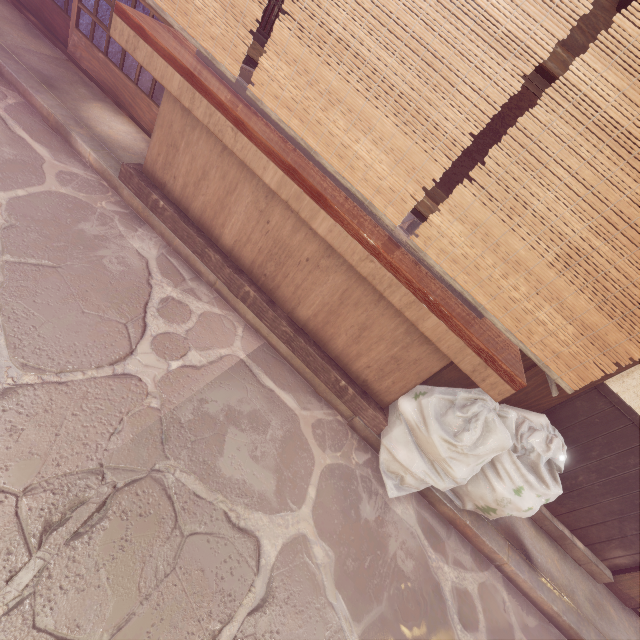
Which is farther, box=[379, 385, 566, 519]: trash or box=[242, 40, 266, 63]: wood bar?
box=[242, 40, 266, 63]: wood bar

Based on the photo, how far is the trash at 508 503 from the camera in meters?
4.2

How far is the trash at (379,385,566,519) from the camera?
4.2 meters

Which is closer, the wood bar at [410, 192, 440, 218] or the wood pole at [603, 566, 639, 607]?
the wood bar at [410, 192, 440, 218]

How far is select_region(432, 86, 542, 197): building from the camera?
7.0m

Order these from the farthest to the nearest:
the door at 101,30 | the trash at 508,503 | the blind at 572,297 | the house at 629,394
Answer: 1. the door at 101,30
2. the house at 629,394
3. the trash at 508,503
4. the blind at 572,297

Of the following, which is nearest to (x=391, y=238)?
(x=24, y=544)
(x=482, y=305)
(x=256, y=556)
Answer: (x=482, y=305)

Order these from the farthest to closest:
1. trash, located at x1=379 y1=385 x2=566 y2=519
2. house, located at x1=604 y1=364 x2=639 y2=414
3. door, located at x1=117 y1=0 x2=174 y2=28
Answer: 1. door, located at x1=117 y1=0 x2=174 y2=28
2. house, located at x1=604 y1=364 x2=639 y2=414
3. trash, located at x1=379 y1=385 x2=566 y2=519
